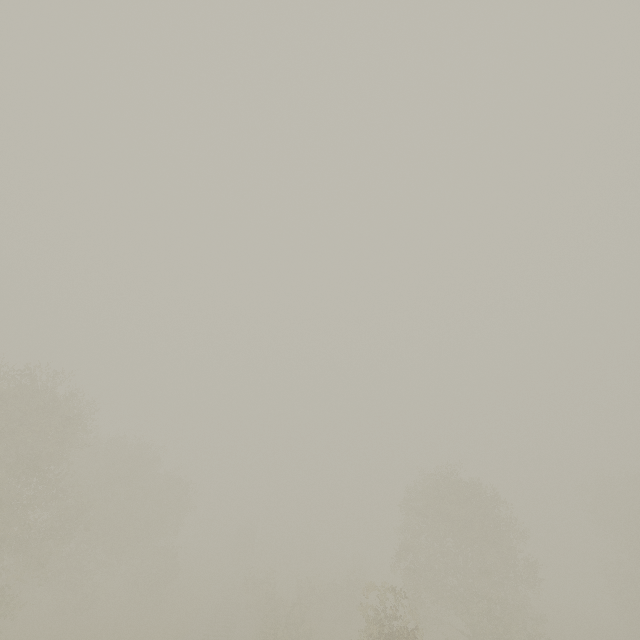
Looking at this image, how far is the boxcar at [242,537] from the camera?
50.0m

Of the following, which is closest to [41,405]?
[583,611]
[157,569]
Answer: [157,569]

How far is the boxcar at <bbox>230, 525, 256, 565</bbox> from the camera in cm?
5000
